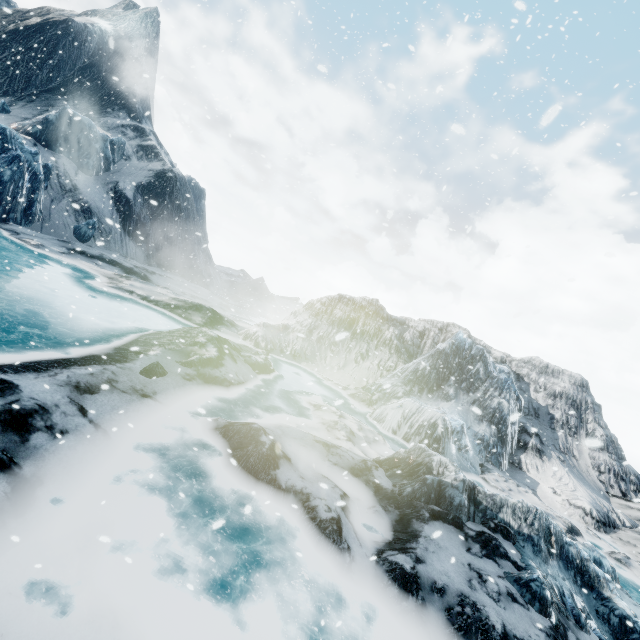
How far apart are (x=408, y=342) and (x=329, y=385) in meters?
7.6
